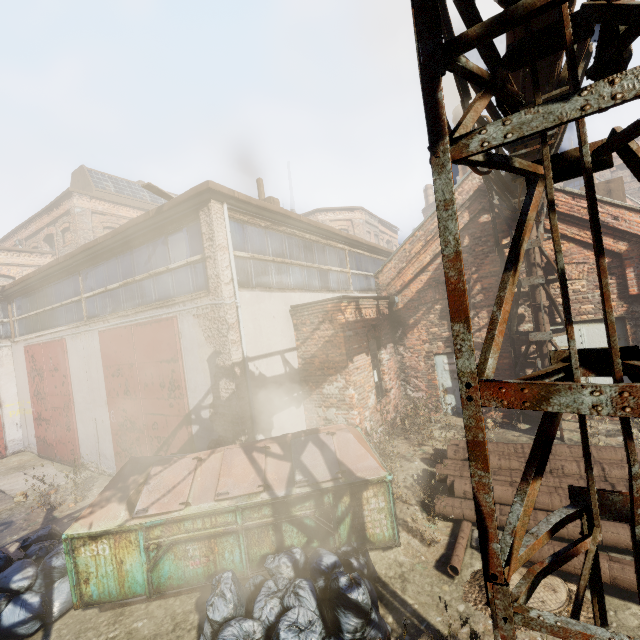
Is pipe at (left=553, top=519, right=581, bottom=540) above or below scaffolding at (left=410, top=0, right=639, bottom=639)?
below

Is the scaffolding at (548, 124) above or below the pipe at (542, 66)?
below

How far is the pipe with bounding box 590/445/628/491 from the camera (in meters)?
4.91

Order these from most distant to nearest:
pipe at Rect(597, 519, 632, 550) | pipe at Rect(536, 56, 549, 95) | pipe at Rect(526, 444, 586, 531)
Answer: pipe at Rect(526, 444, 586, 531) < pipe at Rect(597, 519, 632, 550) < pipe at Rect(536, 56, 549, 95)

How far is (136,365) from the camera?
8.3 meters

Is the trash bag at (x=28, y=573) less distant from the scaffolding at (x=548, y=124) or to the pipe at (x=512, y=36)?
the scaffolding at (x=548, y=124)

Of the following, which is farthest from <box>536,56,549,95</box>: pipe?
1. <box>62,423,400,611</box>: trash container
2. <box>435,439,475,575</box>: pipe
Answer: <box>62,423,400,611</box>: trash container

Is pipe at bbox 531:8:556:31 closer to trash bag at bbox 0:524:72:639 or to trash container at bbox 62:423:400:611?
trash container at bbox 62:423:400:611
